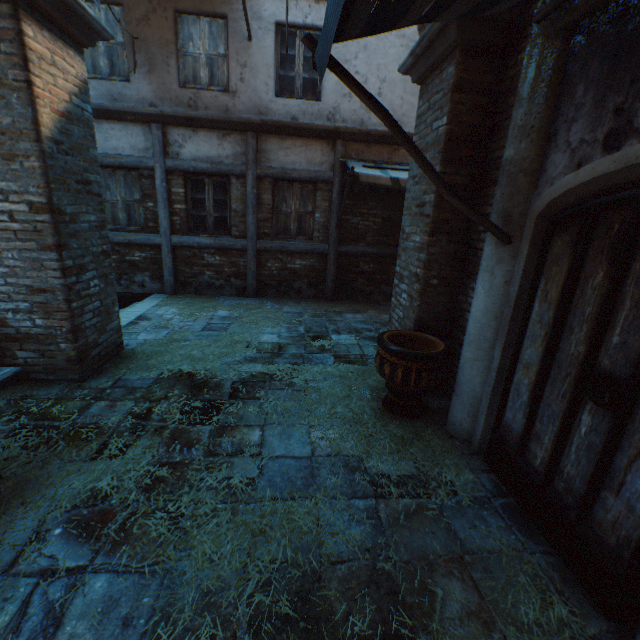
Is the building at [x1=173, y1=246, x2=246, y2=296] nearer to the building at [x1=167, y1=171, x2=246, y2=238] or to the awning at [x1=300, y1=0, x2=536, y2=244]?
the building at [x1=167, y1=171, x2=246, y2=238]

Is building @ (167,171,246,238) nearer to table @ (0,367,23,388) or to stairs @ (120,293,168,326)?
stairs @ (120,293,168,326)

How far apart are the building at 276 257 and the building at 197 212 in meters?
0.4

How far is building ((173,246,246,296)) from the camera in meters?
7.8

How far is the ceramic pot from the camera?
3.23m

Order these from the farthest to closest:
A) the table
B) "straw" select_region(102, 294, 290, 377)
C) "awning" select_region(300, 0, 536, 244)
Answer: "straw" select_region(102, 294, 290, 377) < the table < "awning" select_region(300, 0, 536, 244)

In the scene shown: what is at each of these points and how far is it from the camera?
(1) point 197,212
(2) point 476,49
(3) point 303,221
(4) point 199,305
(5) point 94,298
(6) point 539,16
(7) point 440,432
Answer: (1) building, 7.65m
(2) building, 3.16m
(3) building, 7.91m
(4) straw, 7.23m
(5) building, 4.02m
(6) awning, 2.22m
(7) straw, 3.36m

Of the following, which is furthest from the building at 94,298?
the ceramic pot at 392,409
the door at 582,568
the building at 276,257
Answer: the door at 582,568
